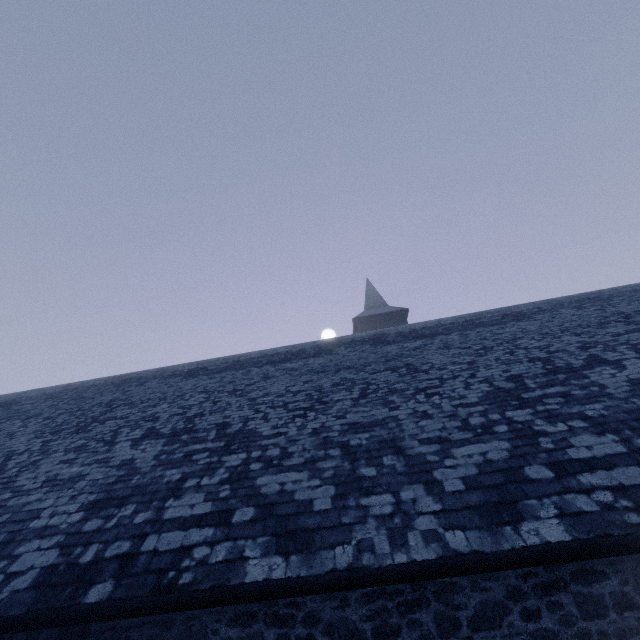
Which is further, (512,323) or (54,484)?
(512,323)
